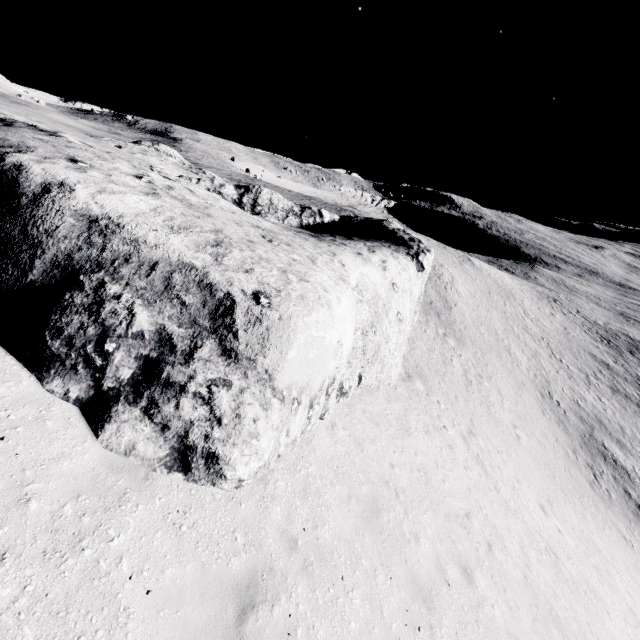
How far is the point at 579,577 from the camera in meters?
13.4
